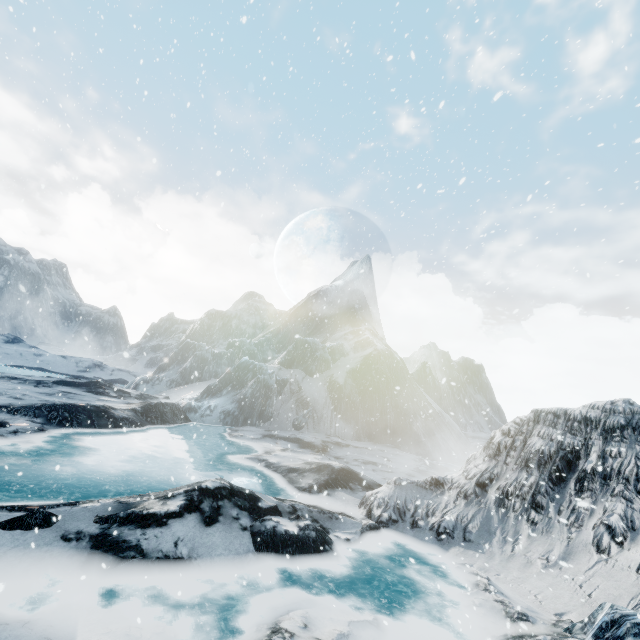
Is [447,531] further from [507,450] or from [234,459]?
[234,459]
